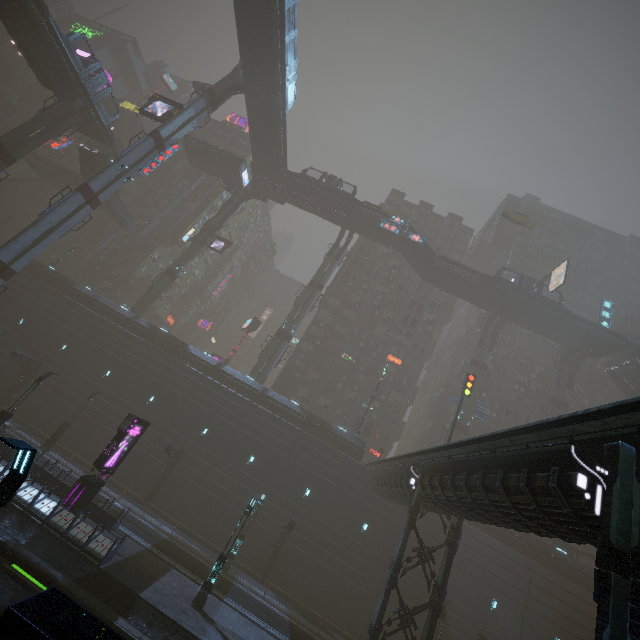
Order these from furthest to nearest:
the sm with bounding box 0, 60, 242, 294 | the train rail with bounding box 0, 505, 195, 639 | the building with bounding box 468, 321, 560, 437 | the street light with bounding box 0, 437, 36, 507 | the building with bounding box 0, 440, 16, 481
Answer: the building with bounding box 468, 321, 560, 437 → the sm with bounding box 0, 60, 242, 294 → the building with bounding box 0, 440, 16, 481 → the train rail with bounding box 0, 505, 195, 639 → the street light with bounding box 0, 437, 36, 507

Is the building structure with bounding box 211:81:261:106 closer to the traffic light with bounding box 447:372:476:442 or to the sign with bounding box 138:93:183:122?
the sign with bounding box 138:93:183:122

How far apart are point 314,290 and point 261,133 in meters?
21.9 m

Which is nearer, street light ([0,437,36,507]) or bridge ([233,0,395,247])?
street light ([0,437,36,507])

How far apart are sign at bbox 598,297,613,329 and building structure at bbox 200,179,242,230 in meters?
53.4

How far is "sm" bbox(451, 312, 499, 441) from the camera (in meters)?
38.19

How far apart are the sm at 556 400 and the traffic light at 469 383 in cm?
1802

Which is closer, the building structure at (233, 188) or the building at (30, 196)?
the building structure at (233, 188)
